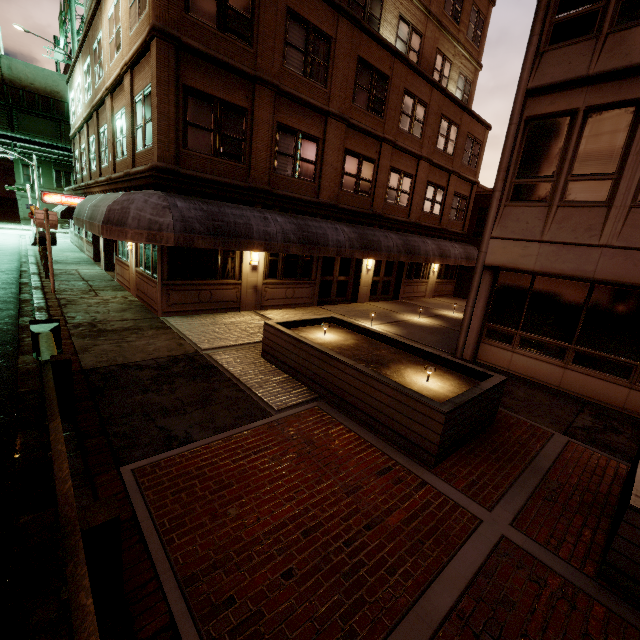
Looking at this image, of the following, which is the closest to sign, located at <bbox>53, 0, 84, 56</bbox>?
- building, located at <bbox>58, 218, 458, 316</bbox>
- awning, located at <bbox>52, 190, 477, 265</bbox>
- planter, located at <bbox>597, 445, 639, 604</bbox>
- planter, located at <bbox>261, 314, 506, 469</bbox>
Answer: building, located at <bbox>58, 218, 458, 316</bbox>

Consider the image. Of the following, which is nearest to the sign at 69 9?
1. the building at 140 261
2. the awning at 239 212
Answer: the building at 140 261

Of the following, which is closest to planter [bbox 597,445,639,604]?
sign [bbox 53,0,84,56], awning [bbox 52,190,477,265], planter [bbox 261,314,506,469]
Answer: planter [bbox 261,314,506,469]

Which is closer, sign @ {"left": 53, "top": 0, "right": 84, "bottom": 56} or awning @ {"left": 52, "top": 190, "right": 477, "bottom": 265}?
awning @ {"left": 52, "top": 190, "right": 477, "bottom": 265}

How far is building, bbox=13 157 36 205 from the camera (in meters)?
43.88

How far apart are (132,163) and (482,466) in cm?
1408

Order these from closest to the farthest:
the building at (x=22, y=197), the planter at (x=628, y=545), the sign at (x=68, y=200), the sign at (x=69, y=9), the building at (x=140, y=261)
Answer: the planter at (x=628, y=545) → the building at (x=140, y=261) → the sign at (x=68, y=200) → the sign at (x=69, y=9) → the building at (x=22, y=197)

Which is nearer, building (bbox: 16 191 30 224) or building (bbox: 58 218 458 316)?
building (bbox: 58 218 458 316)
